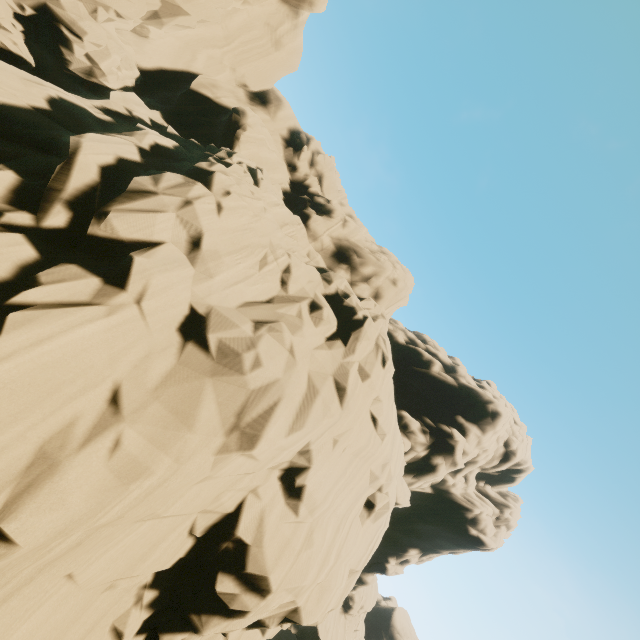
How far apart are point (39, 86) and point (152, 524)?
16.64m
